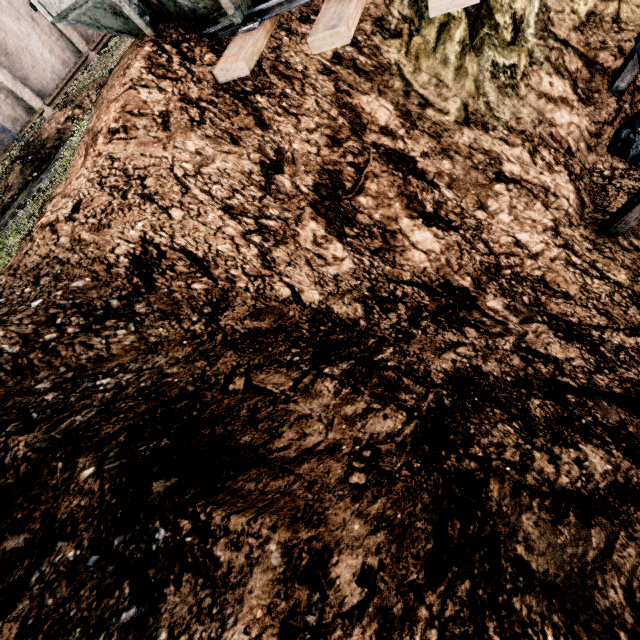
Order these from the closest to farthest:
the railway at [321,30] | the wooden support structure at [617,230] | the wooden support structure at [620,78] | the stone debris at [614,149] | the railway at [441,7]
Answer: the railway at [441,7] → the railway at [321,30] → the wooden support structure at [617,230] → the wooden support structure at [620,78] → the stone debris at [614,149]

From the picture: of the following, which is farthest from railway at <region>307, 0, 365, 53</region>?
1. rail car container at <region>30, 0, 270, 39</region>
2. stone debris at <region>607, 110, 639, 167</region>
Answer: stone debris at <region>607, 110, 639, 167</region>

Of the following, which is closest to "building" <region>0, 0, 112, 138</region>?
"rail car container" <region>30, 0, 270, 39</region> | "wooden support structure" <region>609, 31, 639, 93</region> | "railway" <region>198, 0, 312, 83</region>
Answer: "rail car container" <region>30, 0, 270, 39</region>

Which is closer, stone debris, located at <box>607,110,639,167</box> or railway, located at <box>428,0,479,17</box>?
railway, located at <box>428,0,479,17</box>

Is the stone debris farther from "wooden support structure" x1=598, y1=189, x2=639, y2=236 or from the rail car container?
the rail car container

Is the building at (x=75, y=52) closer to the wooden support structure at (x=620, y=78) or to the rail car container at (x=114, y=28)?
the rail car container at (x=114, y=28)

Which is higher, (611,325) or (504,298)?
(504,298)

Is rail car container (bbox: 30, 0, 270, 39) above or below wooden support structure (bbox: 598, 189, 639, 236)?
above
